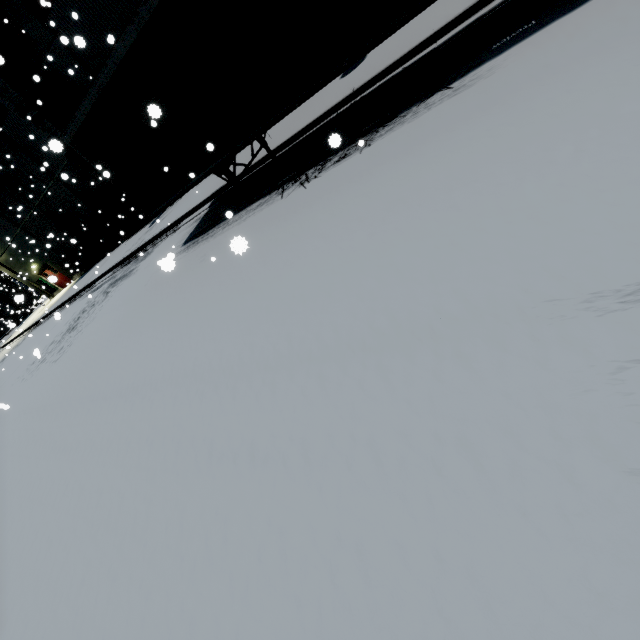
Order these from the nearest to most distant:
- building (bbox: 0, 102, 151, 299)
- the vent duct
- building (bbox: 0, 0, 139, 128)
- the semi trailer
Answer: the semi trailer → building (bbox: 0, 0, 139, 128) → the vent duct → building (bbox: 0, 102, 151, 299)

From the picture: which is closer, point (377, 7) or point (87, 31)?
point (377, 7)

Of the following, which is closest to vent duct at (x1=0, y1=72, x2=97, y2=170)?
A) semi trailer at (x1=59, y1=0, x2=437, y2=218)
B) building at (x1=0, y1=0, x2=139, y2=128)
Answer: building at (x1=0, y1=0, x2=139, y2=128)

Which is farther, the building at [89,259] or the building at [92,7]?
the building at [89,259]

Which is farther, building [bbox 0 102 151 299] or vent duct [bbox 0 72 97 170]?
building [bbox 0 102 151 299]

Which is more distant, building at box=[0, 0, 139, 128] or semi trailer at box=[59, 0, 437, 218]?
building at box=[0, 0, 139, 128]

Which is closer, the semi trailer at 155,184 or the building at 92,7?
the semi trailer at 155,184
